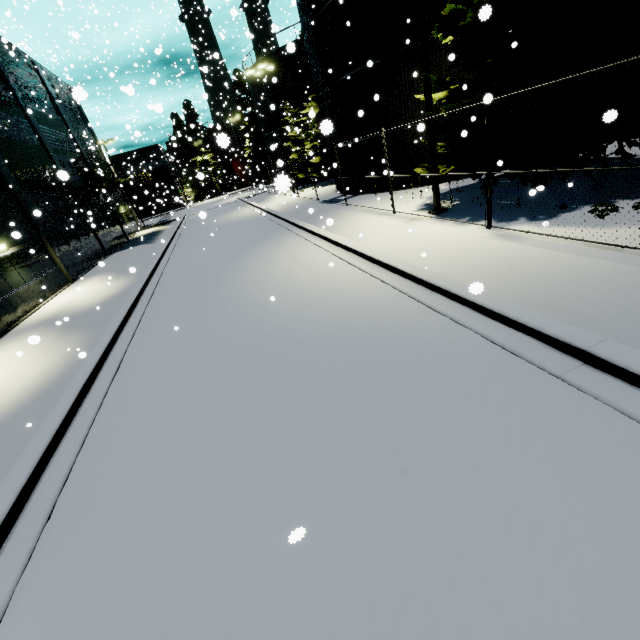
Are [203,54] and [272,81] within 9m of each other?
no

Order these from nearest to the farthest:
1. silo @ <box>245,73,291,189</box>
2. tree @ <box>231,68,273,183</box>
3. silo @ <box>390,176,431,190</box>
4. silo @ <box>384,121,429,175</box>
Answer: Result: silo @ <box>245,73,291,189</box> → silo @ <box>384,121,429,175</box> → silo @ <box>390,176,431,190</box> → tree @ <box>231,68,273,183</box>

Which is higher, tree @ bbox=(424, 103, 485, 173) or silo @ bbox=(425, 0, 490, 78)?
silo @ bbox=(425, 0, 490, 78)

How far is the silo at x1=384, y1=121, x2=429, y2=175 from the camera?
15.97m

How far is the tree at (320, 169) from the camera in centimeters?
2811cm

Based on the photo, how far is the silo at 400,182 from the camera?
16.9m

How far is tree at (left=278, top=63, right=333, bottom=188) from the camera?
28.1 meters

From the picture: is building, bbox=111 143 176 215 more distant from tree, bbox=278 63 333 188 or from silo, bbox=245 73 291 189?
tree, bbox=278 63 333 188
